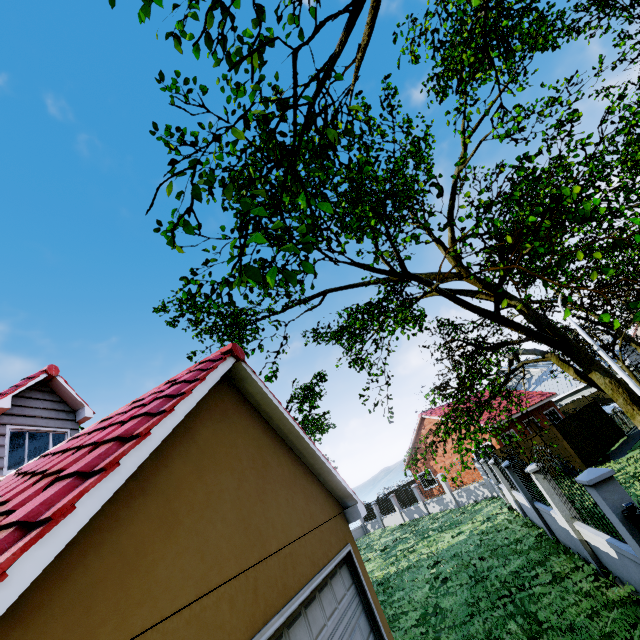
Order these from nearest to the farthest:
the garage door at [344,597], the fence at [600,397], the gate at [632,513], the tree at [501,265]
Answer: the garage door at [344,597]
the tree at [501,265]
the gate at [632,513]
the fence at [600,397]

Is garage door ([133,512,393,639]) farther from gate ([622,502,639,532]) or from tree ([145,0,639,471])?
gate ([622,502,639,532])

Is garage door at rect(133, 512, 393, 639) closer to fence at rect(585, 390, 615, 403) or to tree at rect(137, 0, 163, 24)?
tree at rect(137, 0, 163, 24)

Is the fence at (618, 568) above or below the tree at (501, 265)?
below

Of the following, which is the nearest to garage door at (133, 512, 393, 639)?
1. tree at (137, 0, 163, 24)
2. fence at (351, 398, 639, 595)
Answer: tree at (137, 0, 163, 24)

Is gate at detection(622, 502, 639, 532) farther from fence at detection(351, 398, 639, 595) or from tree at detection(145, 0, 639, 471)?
tree at detection(145, 0, 639, 471)

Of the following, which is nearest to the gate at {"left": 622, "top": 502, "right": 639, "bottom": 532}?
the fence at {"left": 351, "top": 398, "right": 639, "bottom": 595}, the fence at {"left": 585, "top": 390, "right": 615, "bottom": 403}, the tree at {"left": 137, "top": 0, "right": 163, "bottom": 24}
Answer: the fence at {"left": 351, "top": 398, "right": 639, "bottom": 595}

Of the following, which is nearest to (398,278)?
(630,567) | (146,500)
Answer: (630,567)
